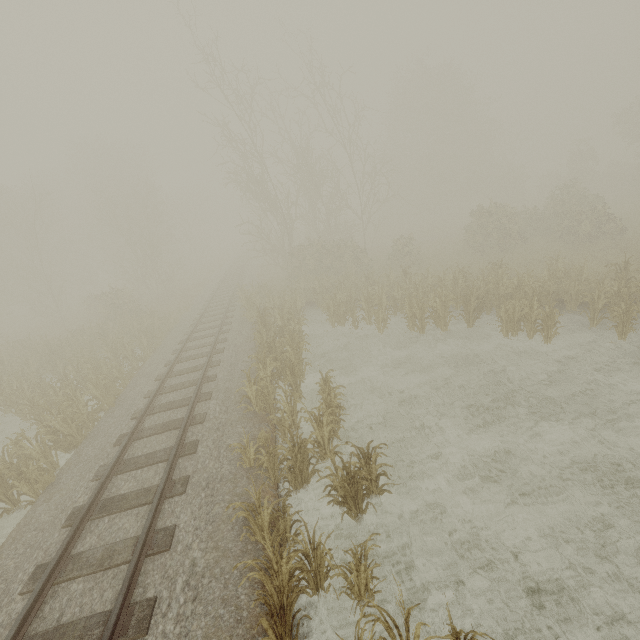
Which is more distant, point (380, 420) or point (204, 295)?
point (204, 295)
